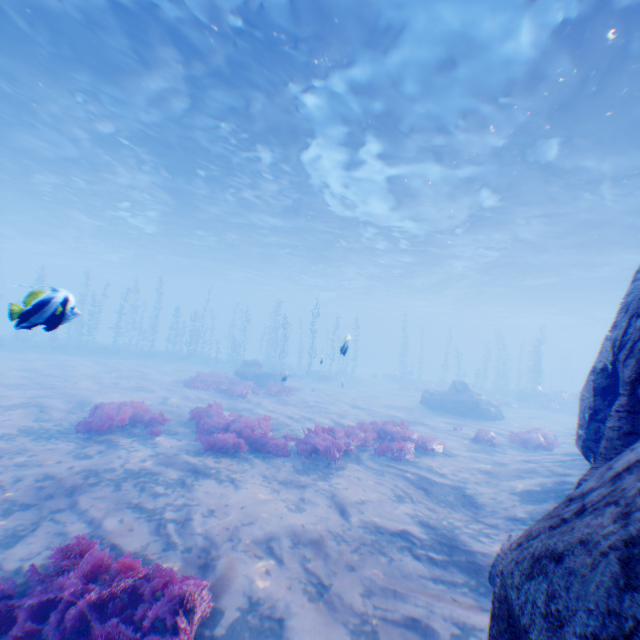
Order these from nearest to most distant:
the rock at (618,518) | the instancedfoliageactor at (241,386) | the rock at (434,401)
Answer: the rock at (618,518) < the instancedfoliageactor at (241,386) < the rock at (434,401)

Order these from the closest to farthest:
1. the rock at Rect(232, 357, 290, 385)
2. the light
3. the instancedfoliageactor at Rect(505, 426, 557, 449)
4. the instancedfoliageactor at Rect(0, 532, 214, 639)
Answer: the instancedfoliageactor at Rect(0, 532, 214, 639), the light, the instancedfoliageactor at Rect(505, 426, 557, 449), the rock at Rect(232, 357, 290, 385)

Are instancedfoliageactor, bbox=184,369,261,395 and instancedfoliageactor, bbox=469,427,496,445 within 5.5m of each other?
no

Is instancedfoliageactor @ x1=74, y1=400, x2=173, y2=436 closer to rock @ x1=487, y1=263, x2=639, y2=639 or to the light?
rock @ x1=487, y1=263, x2=639, y2=639

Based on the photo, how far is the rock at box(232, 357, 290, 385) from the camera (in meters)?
22.80

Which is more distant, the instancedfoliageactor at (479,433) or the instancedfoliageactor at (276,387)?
the instancedfoliageactor at (276,387)

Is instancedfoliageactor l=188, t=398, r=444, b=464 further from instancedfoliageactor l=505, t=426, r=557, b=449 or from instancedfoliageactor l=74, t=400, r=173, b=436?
instancedfoliageactor l=505, t=426, r=557, b=449

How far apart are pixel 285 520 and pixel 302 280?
43.2 meters
